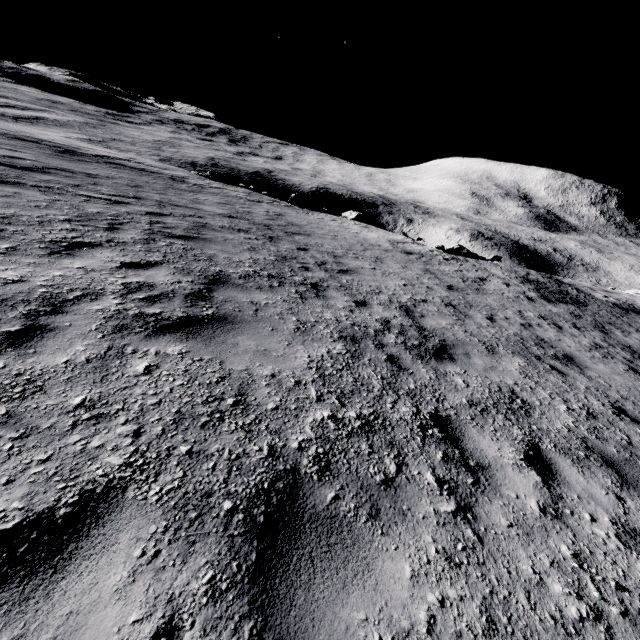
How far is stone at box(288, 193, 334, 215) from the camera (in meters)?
22.69

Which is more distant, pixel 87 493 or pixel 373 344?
pixel 373 344

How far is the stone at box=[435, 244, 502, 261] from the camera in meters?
23.1

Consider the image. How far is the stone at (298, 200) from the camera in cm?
2269

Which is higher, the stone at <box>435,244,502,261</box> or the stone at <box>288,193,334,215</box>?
the stone at <box>288,193,334,215</box>

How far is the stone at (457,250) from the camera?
23.10m
